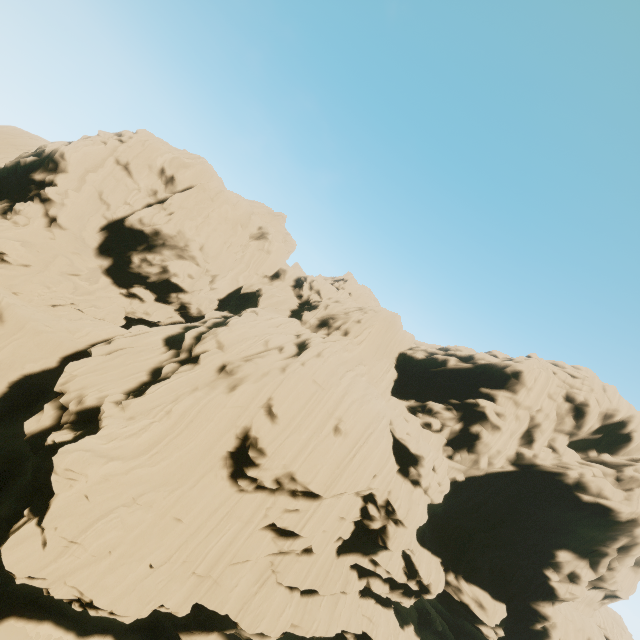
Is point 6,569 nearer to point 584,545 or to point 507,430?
point 507,430

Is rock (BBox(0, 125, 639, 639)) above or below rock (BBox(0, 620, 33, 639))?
above

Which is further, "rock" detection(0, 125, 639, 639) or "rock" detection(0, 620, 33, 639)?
"rock" detection(0, 620, 33, 639)

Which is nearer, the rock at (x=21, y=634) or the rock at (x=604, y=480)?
the rock at (x=604, y=480)

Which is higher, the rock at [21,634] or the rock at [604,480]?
the rock at [604,480]
